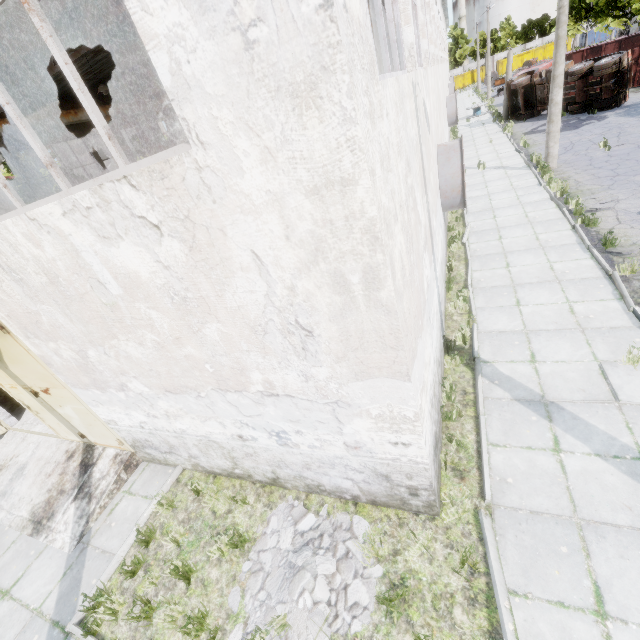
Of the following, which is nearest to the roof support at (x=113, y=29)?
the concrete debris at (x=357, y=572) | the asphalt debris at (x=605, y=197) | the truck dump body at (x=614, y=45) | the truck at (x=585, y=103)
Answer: the concrete debris at (x=357, y=572)

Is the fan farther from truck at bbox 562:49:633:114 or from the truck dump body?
the truck dump body

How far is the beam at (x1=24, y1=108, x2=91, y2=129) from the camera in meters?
13.3

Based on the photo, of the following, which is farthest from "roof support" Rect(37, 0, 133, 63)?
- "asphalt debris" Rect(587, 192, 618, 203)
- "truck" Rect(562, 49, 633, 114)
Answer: "truck" Rect(562, 49, 633, 114)

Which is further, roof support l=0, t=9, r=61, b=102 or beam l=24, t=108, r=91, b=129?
beam l=24, t=108, r=91, b=129

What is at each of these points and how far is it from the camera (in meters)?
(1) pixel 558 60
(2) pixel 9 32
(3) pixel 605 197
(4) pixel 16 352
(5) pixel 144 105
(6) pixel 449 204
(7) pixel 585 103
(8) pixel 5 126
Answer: (1) lamp post, 12.65
(2) roof support, 9.68
(3) asphalt debris, 10.97
(4) door, 5.85
(5) beam, 18.06
(6) fan, 9.70
(7) truck, 20.97
(8) beam, 12.44

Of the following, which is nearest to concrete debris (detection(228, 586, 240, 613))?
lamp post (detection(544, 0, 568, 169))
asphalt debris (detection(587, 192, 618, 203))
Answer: asphalt debris (detection(587, 192, 618, 203))

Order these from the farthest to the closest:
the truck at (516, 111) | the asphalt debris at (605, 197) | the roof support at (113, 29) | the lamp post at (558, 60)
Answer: the truck at (516, 111), the lamp post at (558, 60), the asphalt debris at (605, 197), the roof support at (113, 29)
